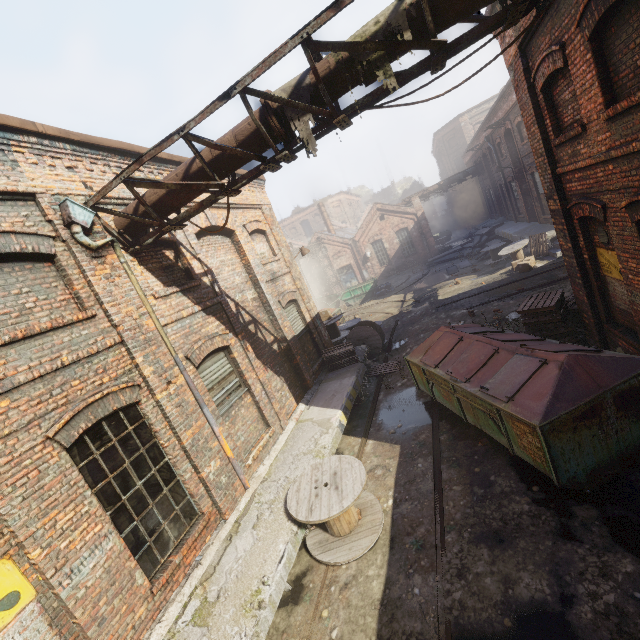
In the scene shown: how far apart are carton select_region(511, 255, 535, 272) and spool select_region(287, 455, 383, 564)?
14.32m

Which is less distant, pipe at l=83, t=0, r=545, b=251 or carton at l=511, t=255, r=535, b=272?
pipe at l=83, t=0, r=545, b=251

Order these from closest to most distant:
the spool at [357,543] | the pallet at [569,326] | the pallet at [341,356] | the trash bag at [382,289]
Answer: the spool at [357,543]
the pallet at [569,326]
the pallet at [341,356]
the trash bag at [382,289]

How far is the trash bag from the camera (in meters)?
26.08

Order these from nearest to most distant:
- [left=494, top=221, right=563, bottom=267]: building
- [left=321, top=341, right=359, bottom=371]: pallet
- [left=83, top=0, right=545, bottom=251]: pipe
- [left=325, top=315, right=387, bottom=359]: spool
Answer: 1. [left=83, top=0, right=545, bottom=251]: pipe
2. [left=321, top=341, right=359, bottom=371]: pallet
3. [left=325, top=315, right=387, bottom=359]: spool
4. [left=494, top=221, right=563, bottom=267]: building

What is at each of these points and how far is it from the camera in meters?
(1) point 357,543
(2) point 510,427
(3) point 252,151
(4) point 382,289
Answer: (1) spool, 5.5
(2) trash container, 5.2
(3) pipe, 5.0
(4) trash bag, 26.3

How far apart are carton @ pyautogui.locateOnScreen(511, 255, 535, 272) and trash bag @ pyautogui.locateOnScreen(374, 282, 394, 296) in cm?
1017

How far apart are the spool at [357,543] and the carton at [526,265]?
14.3m
